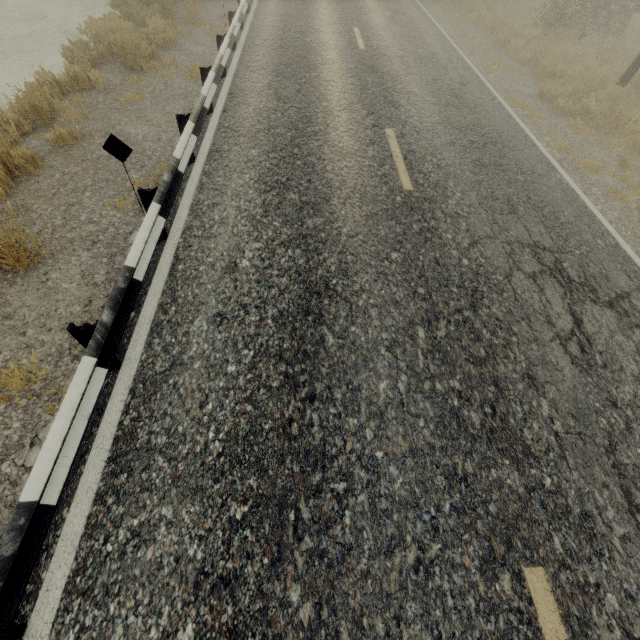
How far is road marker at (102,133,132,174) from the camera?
3.55m

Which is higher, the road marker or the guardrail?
the road marker

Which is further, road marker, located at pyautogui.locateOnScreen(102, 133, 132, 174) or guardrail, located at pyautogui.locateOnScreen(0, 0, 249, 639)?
road marker, located at pyautogui.locateOnScreen(102, 133, 132, 174)

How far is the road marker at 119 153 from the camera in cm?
355

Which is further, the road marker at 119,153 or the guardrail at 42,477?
the road marker at 119,153

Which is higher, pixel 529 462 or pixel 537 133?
pixel 529 462
